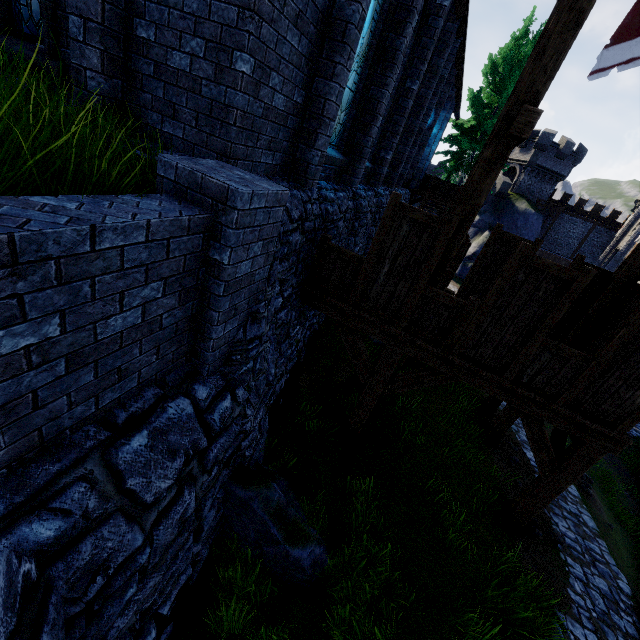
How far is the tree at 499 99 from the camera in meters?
21.1 m

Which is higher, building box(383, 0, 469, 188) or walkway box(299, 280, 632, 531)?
building box(383, 0, 469, 188)

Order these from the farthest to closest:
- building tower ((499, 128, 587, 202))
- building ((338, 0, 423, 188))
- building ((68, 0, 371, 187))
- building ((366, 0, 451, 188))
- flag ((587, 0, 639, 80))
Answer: building tower ((499, 128, 587, 202)), building ((366, 0, 451, 188)), building ((338, 0, 423, 188)), flag ((587, 0, 639, 80)), building ((68, 0, 371, 187))

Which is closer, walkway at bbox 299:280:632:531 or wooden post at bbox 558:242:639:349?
walkway at bbox 299:280:632:531

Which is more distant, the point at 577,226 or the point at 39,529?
the point at 577,226

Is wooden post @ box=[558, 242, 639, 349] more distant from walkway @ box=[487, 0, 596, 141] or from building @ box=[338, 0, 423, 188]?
building @ box=[338, 0, 423, 188]

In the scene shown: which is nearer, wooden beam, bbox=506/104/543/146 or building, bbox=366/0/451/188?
wooden beam, bbox=506/104/543/146

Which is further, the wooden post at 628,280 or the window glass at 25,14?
the wooden post at 628,280
